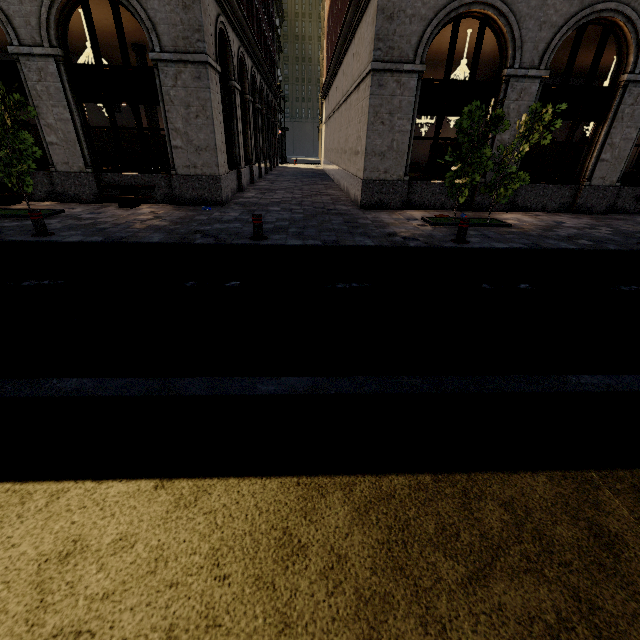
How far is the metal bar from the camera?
7.2 meters

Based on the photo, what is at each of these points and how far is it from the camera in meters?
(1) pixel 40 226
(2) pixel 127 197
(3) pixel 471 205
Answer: (1) metal bar, 7.3
(2) bench, 10.7
(3) building, 12.2

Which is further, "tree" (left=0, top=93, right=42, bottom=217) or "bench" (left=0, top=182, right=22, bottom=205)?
"bench" (left=0, top=182, right=22, bottom=205)

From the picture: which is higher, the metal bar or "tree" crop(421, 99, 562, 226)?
"tree" crop(421, 99, 562, 226)

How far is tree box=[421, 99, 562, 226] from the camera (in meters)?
8.30

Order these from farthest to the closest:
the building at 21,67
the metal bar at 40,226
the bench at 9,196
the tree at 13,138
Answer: the bench at 9,196, the building at 21,67, the tree at 13,138, the metal bar at 40,226

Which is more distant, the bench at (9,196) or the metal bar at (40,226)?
the bench at (9,196)

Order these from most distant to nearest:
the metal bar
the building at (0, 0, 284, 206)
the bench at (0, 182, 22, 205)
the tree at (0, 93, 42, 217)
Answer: the bench at (0, 182, 22, 205)
the building at (0, 0, 284, 206)
the tree at (0, 93, 42, 217)
the metal bar
